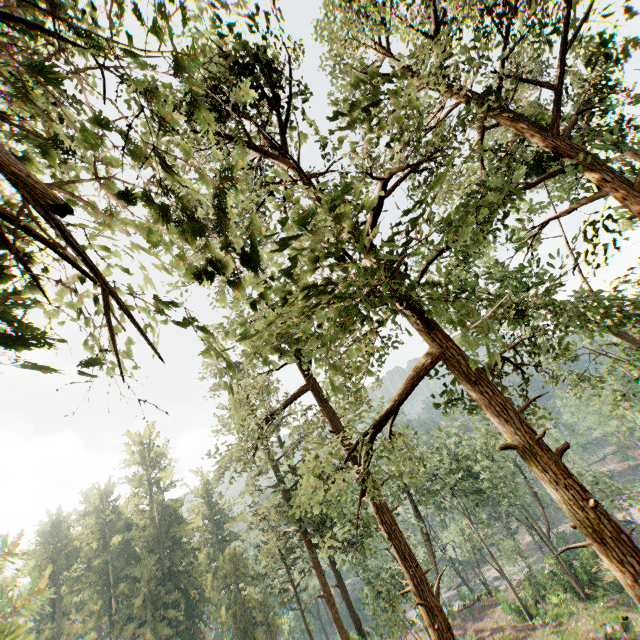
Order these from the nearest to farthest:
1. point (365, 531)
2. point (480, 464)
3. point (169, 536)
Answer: point (365, 531)
point (480, 464)
point (169, 536)
